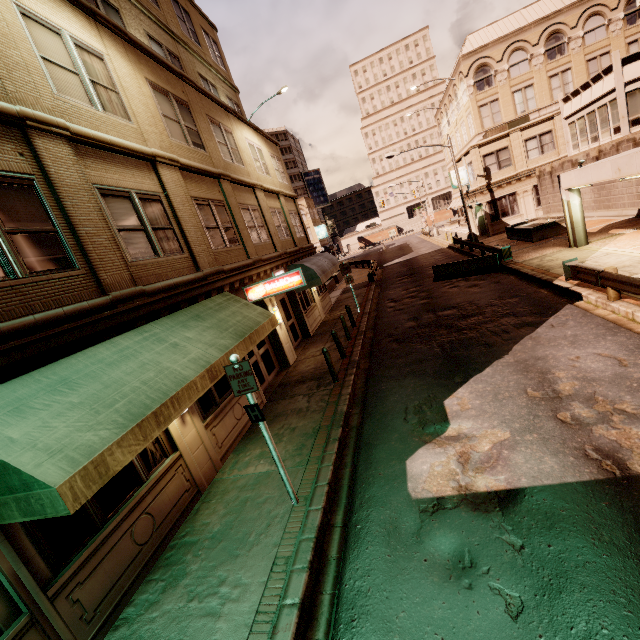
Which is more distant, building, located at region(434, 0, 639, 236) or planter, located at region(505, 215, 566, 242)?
building, located at region(434, 0, 639, 236)

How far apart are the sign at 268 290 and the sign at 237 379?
5.9m

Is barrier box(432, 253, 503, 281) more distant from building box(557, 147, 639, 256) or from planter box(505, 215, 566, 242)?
planter box(505, 215, 566, 242)

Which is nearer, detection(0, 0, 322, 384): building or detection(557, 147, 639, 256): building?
detection(0, 0, 322, 384): building

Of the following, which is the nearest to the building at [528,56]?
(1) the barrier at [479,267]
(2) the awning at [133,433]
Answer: (1) the barrier at [479,267]

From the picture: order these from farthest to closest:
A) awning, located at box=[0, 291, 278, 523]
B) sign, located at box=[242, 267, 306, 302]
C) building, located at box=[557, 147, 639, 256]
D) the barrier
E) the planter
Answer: the planter, the barrier, building, located at box=[557, 147, 639, 256], sign, located at box=[242, 267, 306, 302], awning, located at box=[0, 291, 278, 523]

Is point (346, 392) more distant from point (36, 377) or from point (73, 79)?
point (73, 79)

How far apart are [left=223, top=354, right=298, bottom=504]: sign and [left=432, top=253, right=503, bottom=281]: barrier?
16.42m
